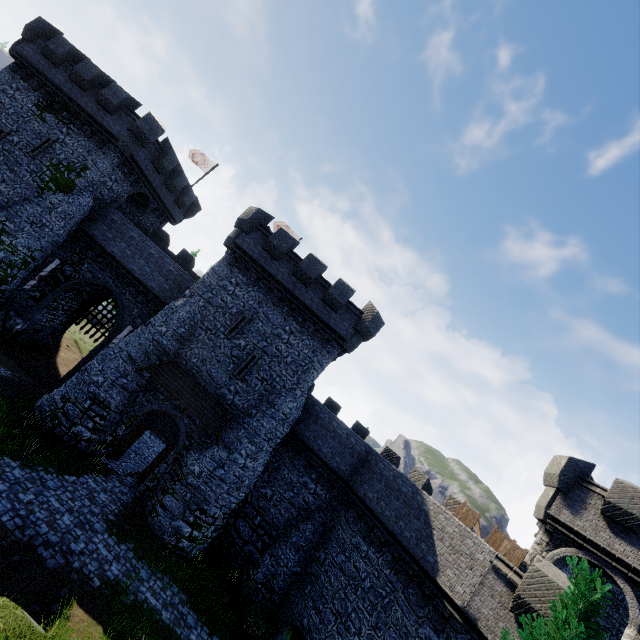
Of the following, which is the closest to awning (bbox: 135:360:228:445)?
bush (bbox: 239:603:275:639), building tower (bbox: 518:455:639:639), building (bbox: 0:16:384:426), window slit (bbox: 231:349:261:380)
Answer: building (bbox: 0:16:384:426)

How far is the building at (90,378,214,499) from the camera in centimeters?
1788cm

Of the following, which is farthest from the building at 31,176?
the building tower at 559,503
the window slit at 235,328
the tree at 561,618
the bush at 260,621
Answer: the tree at 561,618

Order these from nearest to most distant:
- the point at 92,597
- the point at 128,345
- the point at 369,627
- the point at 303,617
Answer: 1. the point at 92,597
2. the point at 369,627
3. the point at 303,617
4. the point at 128,345

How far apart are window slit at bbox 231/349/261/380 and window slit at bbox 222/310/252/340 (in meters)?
1.33

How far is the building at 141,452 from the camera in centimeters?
1859cm

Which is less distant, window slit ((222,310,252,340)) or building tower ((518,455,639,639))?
building tower ((518,455,639,639))

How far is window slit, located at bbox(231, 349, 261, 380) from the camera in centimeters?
1953cm
